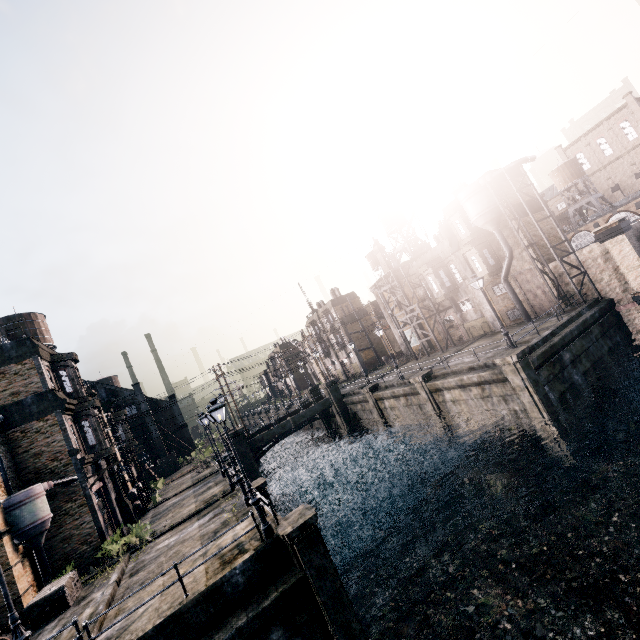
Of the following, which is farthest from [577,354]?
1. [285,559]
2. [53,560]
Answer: [53,560]

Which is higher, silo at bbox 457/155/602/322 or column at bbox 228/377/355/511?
silo at bbox 457/155/602/322

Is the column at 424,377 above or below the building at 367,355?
below

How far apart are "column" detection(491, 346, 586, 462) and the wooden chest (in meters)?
A: 25.67

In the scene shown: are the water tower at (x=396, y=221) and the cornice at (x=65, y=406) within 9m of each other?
no

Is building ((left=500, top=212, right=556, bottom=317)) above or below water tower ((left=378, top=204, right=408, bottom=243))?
below

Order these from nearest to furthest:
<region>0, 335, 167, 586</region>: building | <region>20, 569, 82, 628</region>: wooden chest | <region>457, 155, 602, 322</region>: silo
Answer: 1. <region>20, 569, 82, 628</region>: wooden chest
2. <region>0, 335, 167, 586</region>: building
3. <region>457, 155, 602, 322</region>: silo

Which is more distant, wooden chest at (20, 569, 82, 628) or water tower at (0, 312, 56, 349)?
water tower at (0, 312, 56, 349)
